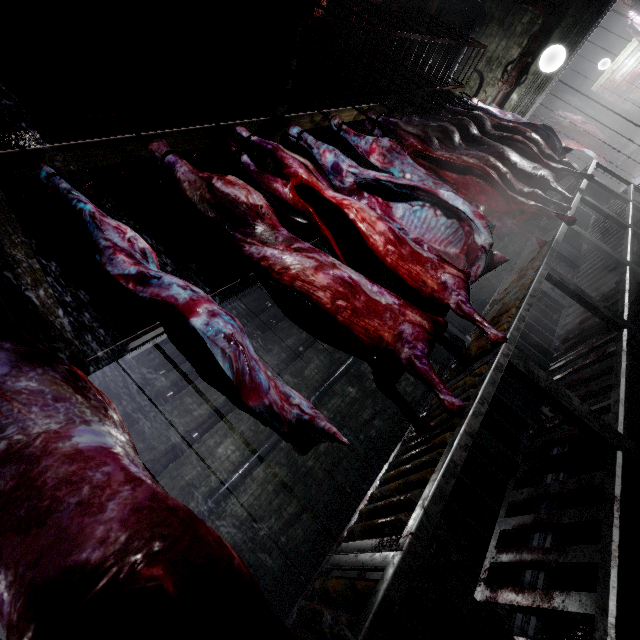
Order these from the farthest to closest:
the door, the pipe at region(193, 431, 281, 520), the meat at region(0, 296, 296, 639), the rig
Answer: the door
the pipe at region(193, 431, 281, 520)
the rig
the meat at region(0, 296, 296, 639)

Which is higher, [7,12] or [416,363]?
[7,12]

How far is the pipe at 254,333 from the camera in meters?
5.9 m

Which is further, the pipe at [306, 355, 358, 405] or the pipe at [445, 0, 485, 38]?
the pipe at [306, 355, 358, 405]

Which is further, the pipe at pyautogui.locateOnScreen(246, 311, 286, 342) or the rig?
the pipe at pyautogui.locateOnScreen(246, 311, 286, 342)

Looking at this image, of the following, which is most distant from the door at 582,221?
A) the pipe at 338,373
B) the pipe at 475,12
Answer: the pipe at 338,373

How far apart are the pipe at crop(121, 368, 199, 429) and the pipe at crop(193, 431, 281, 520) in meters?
1.4 m

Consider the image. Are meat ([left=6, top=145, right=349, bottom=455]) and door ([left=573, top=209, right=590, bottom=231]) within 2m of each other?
no
